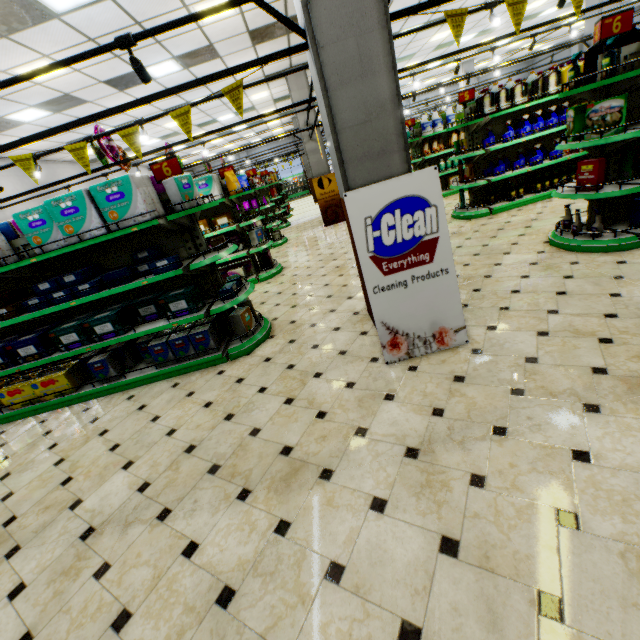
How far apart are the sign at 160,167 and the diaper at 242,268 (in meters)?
3.28

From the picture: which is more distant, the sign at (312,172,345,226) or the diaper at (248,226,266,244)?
the sign at (312,172,345,226)

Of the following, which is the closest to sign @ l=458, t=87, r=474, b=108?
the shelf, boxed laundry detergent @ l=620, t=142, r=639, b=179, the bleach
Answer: the bleach

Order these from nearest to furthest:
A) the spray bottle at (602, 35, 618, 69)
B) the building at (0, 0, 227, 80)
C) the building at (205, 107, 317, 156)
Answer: the spray bottle at (602, 35, 618, 69), the building at (0, 0, 227, 80), the building at (205, 107, 317, 156)

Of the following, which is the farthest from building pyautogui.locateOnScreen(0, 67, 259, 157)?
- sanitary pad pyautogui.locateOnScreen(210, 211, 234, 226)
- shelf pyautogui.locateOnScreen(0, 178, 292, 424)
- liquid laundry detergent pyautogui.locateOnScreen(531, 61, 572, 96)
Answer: liquid laundry detergent pyautogui.locateOnScreen(531, 61, 572, 96)

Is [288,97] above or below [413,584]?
above

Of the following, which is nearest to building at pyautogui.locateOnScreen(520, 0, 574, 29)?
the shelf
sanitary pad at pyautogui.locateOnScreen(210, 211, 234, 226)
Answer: the shelf

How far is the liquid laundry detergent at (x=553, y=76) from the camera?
6.1m
